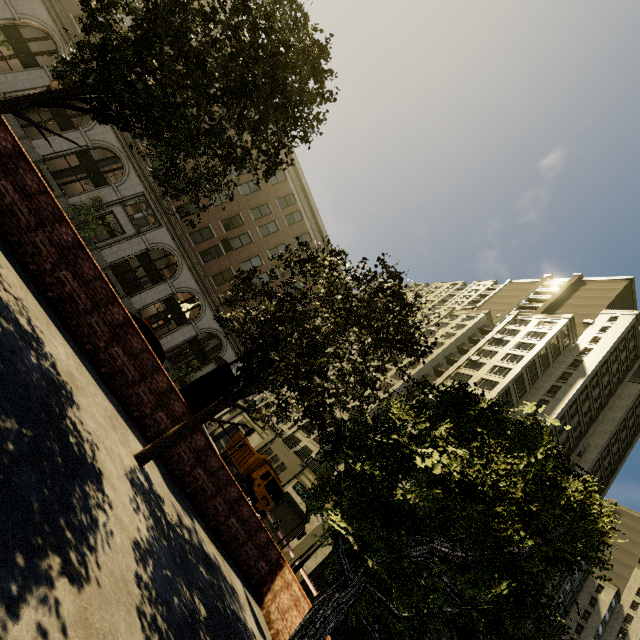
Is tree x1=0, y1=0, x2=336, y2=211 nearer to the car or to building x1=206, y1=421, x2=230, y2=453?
building x1=206, y1=421, x2=230, y2=453

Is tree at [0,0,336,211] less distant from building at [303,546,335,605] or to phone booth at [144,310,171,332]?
building at [303,546,335,605]

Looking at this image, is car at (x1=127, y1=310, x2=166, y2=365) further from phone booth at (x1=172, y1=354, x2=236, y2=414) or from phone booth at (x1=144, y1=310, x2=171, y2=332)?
phone booth at (x1=144, y1=310, x2=171, y2=332)

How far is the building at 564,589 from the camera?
57.4 meters

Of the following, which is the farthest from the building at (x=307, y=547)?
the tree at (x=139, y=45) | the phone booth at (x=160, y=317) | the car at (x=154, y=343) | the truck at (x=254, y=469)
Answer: the car at (x=154, y=343)

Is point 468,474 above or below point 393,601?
above

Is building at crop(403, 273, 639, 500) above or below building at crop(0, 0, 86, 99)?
above

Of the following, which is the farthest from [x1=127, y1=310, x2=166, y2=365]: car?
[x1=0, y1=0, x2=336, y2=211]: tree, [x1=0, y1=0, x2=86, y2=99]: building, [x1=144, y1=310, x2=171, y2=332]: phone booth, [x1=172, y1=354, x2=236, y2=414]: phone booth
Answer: [x1=0, y1=0, x2=86, y2=99]: building
